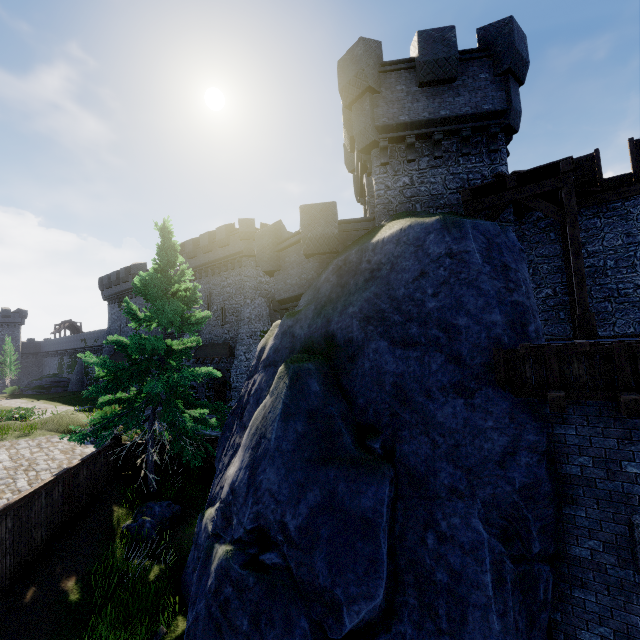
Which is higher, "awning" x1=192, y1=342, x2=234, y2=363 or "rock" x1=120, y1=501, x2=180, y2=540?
"awning" x1=192, y1=342, x2=234, y2=363

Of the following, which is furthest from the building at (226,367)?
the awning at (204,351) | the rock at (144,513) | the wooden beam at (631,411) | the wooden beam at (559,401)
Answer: the wooden beam at (631,411)

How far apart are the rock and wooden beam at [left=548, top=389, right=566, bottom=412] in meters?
11.7 m

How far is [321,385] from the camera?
7.9m

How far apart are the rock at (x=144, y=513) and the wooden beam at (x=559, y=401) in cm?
1170

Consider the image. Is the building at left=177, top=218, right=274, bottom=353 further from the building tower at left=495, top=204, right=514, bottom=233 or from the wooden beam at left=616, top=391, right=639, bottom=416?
the wooden beam at left=616, top=391, right=639, bottom=416

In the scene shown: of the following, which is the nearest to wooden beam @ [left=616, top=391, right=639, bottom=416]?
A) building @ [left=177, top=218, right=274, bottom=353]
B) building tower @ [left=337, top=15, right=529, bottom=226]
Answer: building tower @ [left=337, top=15, right=529, bottom=226]

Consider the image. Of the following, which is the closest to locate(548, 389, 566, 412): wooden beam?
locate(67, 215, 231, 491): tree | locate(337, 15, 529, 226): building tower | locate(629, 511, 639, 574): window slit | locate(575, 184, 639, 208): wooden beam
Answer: locate(629, 511, 639, 574): window slit
